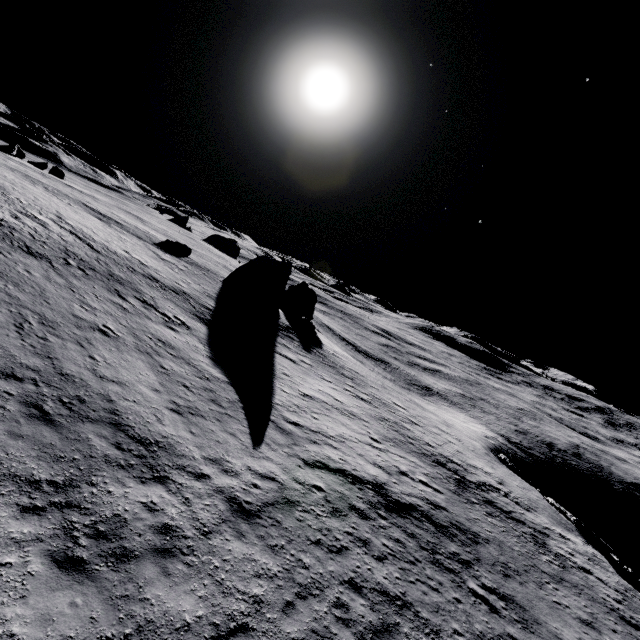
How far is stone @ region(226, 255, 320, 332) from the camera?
39.9m

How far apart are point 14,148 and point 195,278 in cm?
4315

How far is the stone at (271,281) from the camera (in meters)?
39.91
